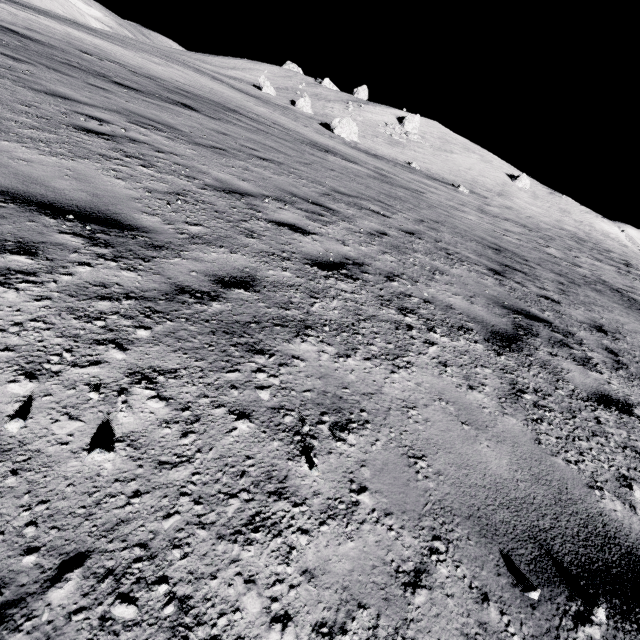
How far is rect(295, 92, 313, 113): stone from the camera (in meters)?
46.38

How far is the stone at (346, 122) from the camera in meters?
37.5

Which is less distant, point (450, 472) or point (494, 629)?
point (494, 629)

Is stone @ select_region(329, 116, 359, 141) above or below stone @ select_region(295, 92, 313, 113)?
below

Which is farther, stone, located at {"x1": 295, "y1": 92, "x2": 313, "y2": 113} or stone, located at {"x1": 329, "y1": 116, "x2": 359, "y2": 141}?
stone, located at {"x1": 295, "y1": 92, "x2": 313, "y2": 113}

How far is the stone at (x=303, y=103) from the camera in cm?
4638

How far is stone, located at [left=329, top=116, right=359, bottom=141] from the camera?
37.5m
